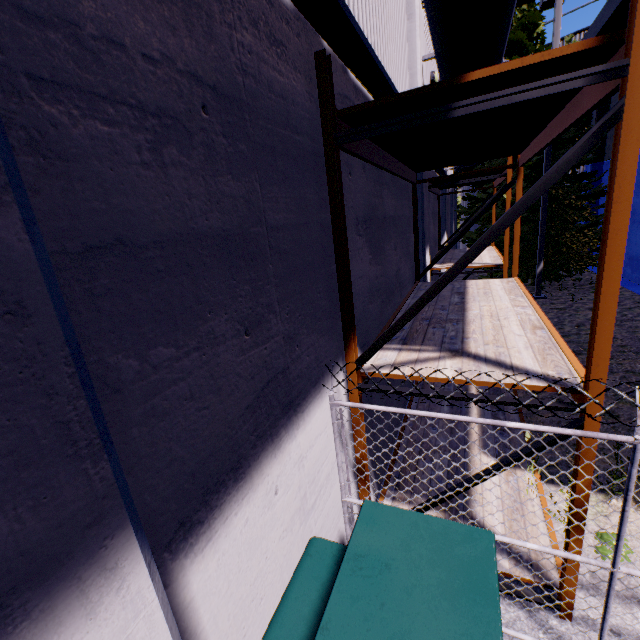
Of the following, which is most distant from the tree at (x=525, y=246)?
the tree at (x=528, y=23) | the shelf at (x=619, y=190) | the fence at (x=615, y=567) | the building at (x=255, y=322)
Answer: the fence at (x=615, y=567)

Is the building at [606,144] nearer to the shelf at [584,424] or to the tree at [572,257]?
the shelf at [584,424]

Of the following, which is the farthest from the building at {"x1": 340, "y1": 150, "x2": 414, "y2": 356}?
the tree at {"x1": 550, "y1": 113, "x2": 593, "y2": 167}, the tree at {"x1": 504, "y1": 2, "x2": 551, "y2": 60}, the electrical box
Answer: the tree at {"x1": 504, "y1": 2, "x2": 551, "y2": 60}

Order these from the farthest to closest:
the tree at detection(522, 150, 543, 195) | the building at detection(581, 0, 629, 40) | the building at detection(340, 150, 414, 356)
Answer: the tree at detection(522, 150, 543, 195) < the building at detection(581, 0, 629, 40) < the building at detection(340, 150, 414, 356)

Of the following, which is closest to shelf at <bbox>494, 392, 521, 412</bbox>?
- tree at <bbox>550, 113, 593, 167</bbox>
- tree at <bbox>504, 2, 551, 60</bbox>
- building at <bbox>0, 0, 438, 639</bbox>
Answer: building at <bbox>0, 0, 438, 639</bbox>

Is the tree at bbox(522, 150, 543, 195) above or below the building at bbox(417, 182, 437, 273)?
above

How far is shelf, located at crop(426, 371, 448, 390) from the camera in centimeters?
276cm

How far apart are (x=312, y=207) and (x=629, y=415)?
6.5 meters
